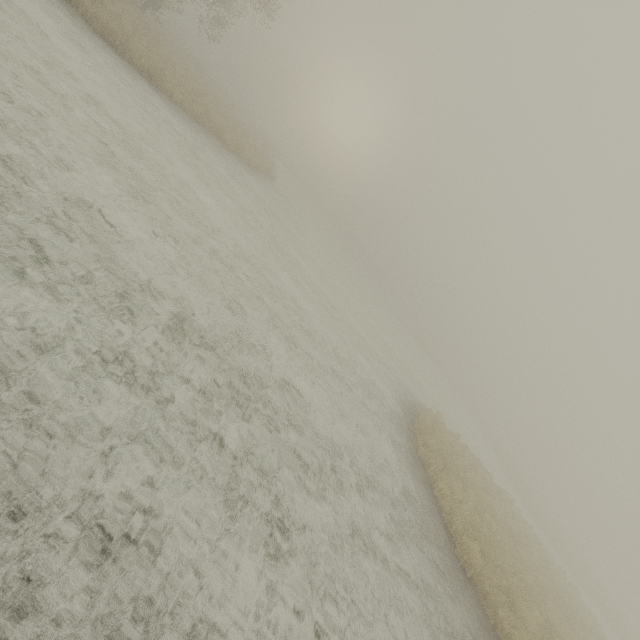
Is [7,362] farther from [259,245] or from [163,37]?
[163,37]
